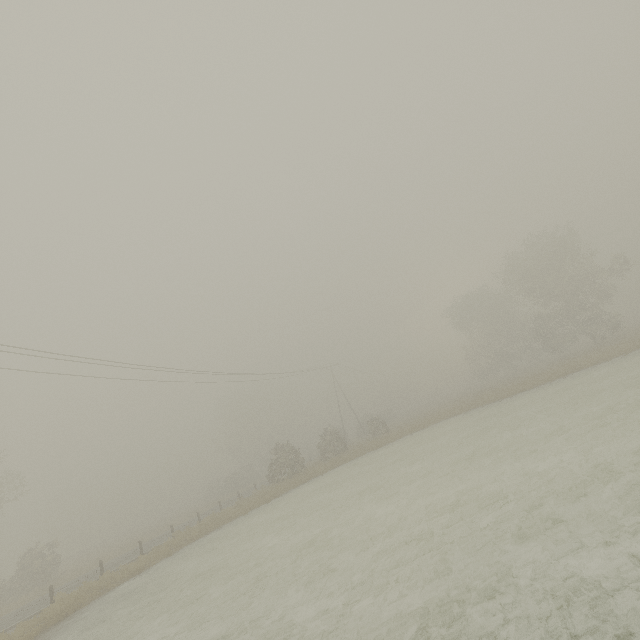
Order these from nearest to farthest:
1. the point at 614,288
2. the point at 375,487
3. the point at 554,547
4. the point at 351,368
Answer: the point at 554,547 < the point at 375,487 < the point at 614,288 < the point at 351,368
